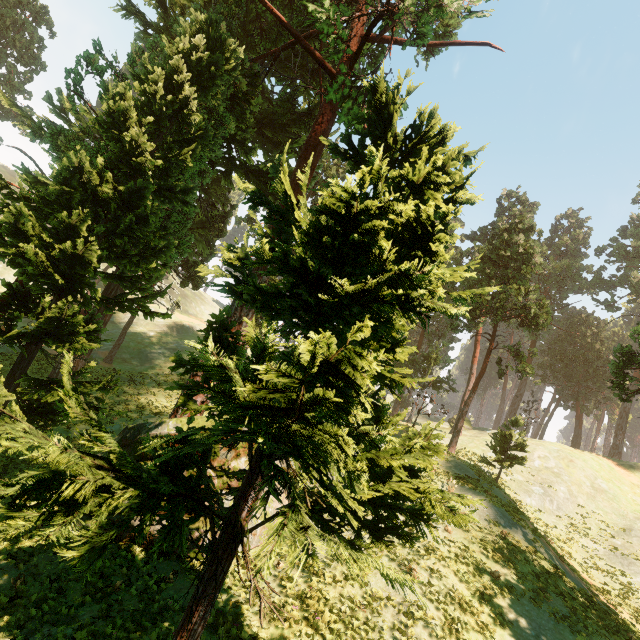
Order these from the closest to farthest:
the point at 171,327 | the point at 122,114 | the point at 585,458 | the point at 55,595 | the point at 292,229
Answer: the point at 292,229 < the point at 55,595 < the point at 122,114 < the point at 585,458 < the point at 171,327
